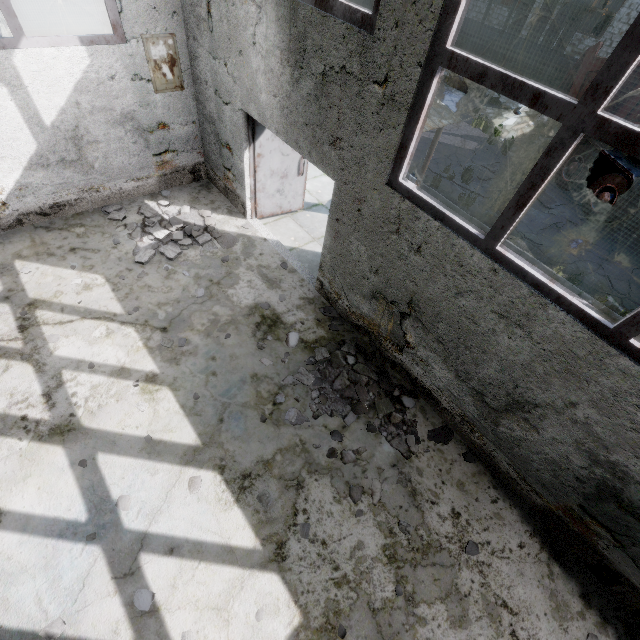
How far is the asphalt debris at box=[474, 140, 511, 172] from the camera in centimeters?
1043cm

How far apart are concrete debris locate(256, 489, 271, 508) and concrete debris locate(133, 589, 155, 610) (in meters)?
1.35

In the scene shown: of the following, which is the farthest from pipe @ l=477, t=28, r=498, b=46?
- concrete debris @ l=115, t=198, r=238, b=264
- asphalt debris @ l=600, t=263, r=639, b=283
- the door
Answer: asphalt debris @ l=600, t=263, r=639, b=283

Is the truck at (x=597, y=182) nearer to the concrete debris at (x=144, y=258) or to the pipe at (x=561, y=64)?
the pipe at (x=561, y=64)

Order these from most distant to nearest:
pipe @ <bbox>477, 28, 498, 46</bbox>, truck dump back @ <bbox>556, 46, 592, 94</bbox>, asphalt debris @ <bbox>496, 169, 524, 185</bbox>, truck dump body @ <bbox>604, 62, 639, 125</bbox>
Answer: pipe @ <bbox>477, 28, 498, 46</bbox> < asphalt debris @ <bbox>496, 169, 524, 185</bbox> < truck dump back @ <bbox>556, 46, 592, 94</bbox> < truck dump body @ <bbox>604, 62, 639, 125</bbox>

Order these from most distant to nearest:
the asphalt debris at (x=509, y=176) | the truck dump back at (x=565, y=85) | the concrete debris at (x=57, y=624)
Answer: the asphalt debris at (x=509, y=176) → the truck dump back at (x=565, y=85) → the concrete debris at (x=57, y=624)

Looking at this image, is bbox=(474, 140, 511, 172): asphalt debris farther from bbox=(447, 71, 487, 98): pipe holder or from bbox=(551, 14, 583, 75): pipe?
bbox=(551, 14, 583, 75): pipe

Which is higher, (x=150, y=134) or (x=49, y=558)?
(x=150, y=134)
